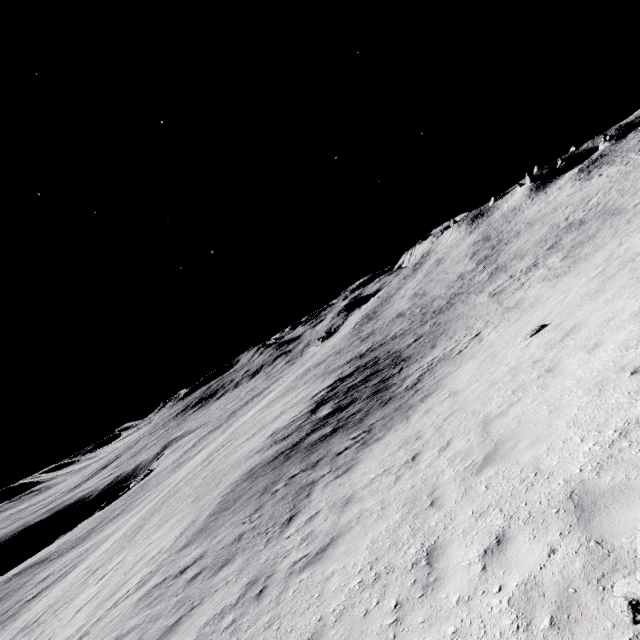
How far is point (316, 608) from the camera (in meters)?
5.22
